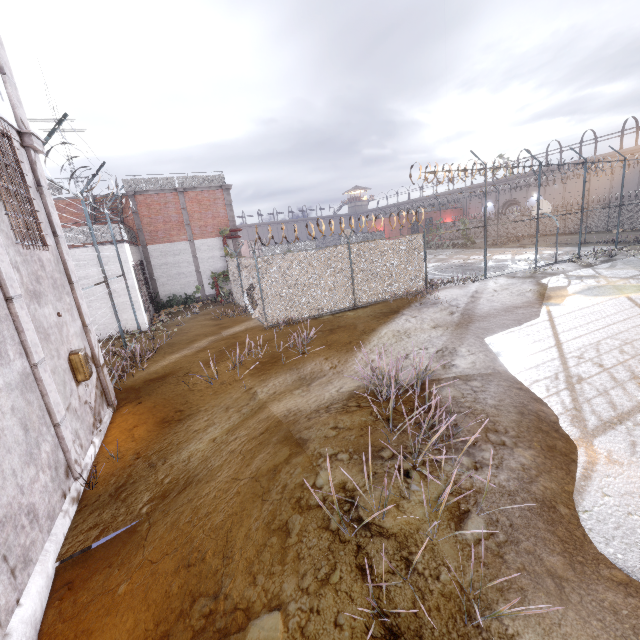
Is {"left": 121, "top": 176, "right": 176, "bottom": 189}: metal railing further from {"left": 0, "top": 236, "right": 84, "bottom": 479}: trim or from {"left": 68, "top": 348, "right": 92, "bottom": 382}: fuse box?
{"left": 68, "top": 348, "right": 92, "bottom": 382}: fuse box

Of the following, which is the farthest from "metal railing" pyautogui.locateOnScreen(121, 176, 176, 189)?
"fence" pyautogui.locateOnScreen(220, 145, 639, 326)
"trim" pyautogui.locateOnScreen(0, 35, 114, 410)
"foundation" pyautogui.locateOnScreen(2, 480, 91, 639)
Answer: "foundation" pyautogui.locateOnScreen(2, 480, 91, 639)

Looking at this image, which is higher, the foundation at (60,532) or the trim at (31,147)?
the trim at (31,147)

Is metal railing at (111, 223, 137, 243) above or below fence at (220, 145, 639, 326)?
above

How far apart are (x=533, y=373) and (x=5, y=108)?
11.4 meters

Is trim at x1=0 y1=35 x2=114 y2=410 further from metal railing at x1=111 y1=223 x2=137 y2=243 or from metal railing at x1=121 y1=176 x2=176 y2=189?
metal railing at x1=121 y1=176 x2=176 y2=189

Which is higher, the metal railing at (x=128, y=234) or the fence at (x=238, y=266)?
the metal railing at (x=128, y=234)

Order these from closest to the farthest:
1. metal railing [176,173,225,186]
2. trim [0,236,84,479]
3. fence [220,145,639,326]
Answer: trim [0,236,84,479], fence [220,145,639,326], metal railing [176,173,225,186]
